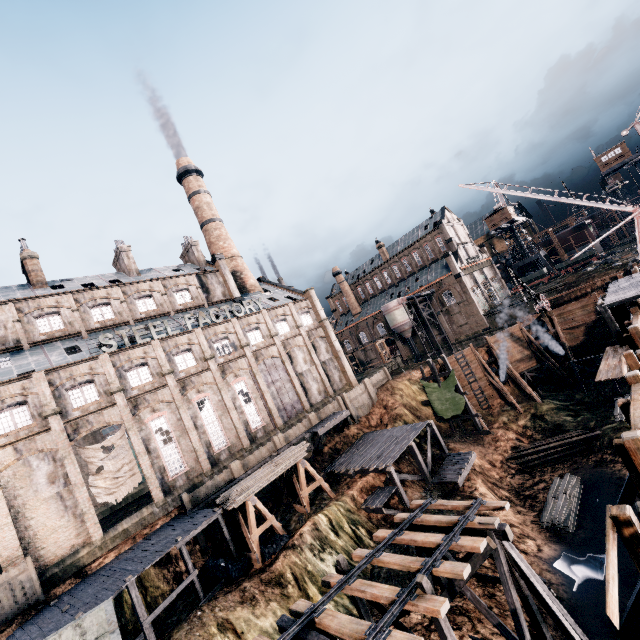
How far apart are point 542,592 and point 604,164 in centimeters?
7368cm

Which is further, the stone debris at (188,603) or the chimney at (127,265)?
the chimney at (127,265)

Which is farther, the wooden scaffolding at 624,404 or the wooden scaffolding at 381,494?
the wooden scaffolding at 381,494

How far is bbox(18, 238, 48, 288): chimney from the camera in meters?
34.2 m

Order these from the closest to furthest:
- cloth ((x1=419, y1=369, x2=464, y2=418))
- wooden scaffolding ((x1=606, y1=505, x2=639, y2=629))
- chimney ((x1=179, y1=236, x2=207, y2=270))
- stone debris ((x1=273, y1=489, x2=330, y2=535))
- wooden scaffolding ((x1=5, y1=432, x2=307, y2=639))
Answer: wooden scaffolding ((x1=606, y1=505, x2=639, y2=629)) → wooden scaffolding ((x1=5, y1=432, x2=307, y2=639)) → stone debris ((x1=273, y1=489, x2=330, y2=535)) → cloth ((x1=419, y1=369, x2=464, y2=418)) → chimney ((x1=179, y1=236, x2=207, y2=270))

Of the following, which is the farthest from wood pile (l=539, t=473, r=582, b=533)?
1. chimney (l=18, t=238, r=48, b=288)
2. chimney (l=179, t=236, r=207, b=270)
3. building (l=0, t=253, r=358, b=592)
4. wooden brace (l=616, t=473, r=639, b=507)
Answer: chimney (l=18, t=238, r=48, b=288)

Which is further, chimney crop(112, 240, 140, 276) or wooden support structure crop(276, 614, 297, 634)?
chimney crop(112, 240, 140, 276)

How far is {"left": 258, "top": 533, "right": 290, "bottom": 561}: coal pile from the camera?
21.95m
